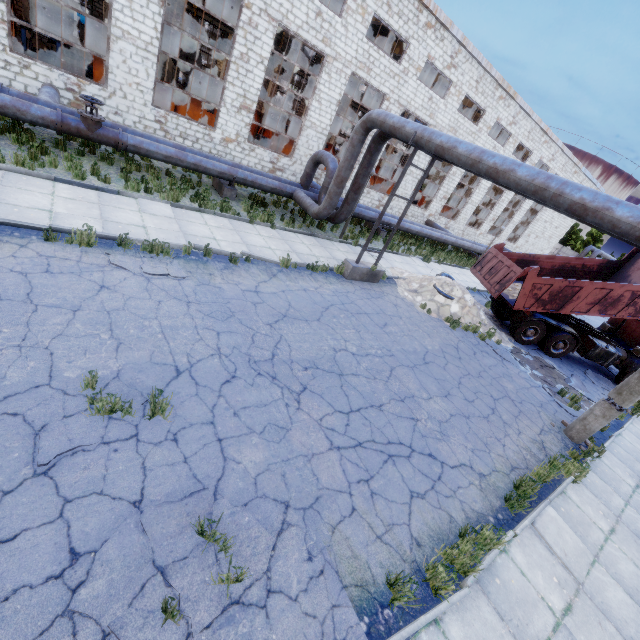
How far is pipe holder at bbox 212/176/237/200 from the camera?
13.5 meters

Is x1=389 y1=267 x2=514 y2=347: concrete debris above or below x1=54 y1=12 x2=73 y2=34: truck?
below

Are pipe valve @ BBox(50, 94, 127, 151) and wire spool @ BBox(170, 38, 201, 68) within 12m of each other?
yes

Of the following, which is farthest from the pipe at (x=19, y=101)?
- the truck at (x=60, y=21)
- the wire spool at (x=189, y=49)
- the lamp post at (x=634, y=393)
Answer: the truck at (x=60, y=21)

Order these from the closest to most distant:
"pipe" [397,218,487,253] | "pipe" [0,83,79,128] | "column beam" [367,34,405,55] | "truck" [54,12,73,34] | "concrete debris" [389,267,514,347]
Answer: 1. "pipe" [0,83,79,128]
2. "concrete debris" [389,267,514,347]
3. "pipe" [397,218,487,253]
4. "column beam" [367,34,405,55]
5. "truck" [54,12,73,34]

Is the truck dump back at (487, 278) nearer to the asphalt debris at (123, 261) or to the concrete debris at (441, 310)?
the concrete debris at (441, 310)

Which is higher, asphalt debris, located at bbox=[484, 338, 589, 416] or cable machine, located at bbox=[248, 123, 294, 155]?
cable machine, located at bbox=[248, 123, 294, 155]

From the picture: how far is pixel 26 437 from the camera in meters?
3.8
